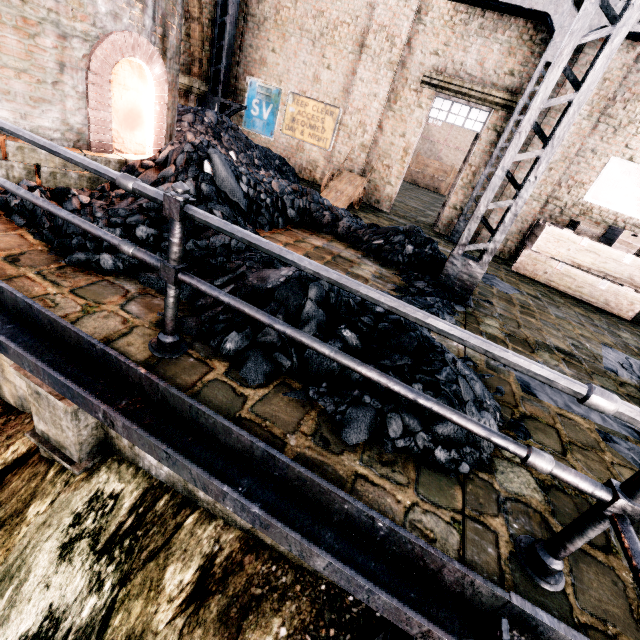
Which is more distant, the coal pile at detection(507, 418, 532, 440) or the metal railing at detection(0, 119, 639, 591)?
the coal pile at detection(507, 418, 532, 440)

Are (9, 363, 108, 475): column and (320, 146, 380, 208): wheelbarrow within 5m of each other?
no

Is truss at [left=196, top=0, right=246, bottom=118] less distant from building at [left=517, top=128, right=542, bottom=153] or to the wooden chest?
building at [left=517, top=128, right=542, bottom=153]

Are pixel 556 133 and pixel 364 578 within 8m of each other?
yes

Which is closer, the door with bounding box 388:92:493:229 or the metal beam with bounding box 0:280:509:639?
the metal beam with bounding box 0:280:509:639

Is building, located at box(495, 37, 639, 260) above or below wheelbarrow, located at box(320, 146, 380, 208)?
above

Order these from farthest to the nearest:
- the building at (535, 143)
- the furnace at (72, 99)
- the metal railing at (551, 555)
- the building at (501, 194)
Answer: the building at (501, 194) → the building at (535, 143) → the furnace at (72, 99) → the metal railing at (551, 555)

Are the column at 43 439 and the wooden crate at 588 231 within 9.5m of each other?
no
